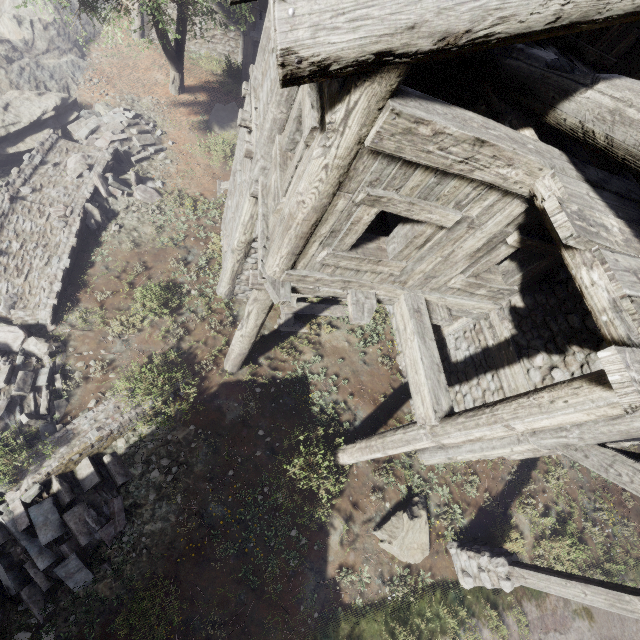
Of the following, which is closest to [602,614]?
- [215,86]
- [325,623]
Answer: [325,623]

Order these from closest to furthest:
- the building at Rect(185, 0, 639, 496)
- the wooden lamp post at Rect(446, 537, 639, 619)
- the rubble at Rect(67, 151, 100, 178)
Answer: the building at Rect(185, 0, 639, 496) < the wooden lamp post at Rect(446, 537, 639, 619) < the rubble at Rect(67, 151, 100, 178)

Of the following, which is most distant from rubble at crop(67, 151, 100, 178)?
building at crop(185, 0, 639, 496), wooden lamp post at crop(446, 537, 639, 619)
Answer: wooden lamp post at crop(446, 537, 639, 619)

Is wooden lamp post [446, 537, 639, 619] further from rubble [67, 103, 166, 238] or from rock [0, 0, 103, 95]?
rock [0, 0, 103, 95]

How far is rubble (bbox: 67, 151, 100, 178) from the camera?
10.1m

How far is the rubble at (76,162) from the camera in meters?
10.1 m

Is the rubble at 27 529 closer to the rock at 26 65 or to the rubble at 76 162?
the rubble at 76 162

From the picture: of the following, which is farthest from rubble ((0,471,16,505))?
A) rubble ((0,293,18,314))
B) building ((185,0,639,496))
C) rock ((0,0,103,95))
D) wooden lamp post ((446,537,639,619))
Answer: rock ((0,0,103,95))
